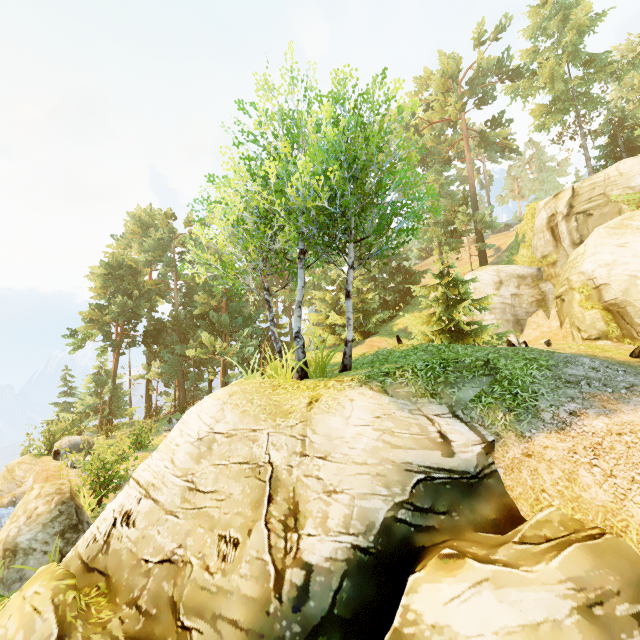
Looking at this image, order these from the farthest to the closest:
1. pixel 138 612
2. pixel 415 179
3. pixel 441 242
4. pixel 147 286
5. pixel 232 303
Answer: pixel 441 242 < pixel 232 303 < pixel 147 286 < pixel 415 179 < pixel 138 612

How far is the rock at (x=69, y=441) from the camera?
16.5 meters

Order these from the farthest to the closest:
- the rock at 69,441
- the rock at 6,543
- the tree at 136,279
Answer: the rock at 69,441
the tree at 136,279
the rock at 6,543

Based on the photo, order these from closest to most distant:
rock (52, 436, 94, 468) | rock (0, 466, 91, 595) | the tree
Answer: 1. rock (0, 466, 91, 595)
2. the tree
3. rock (52, 436, 94, 468)

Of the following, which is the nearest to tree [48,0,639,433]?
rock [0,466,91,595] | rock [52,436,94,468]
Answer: rock [52,436,94,468]

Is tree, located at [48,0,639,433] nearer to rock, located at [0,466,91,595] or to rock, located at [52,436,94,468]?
rock, located at [52,436,94,468]
